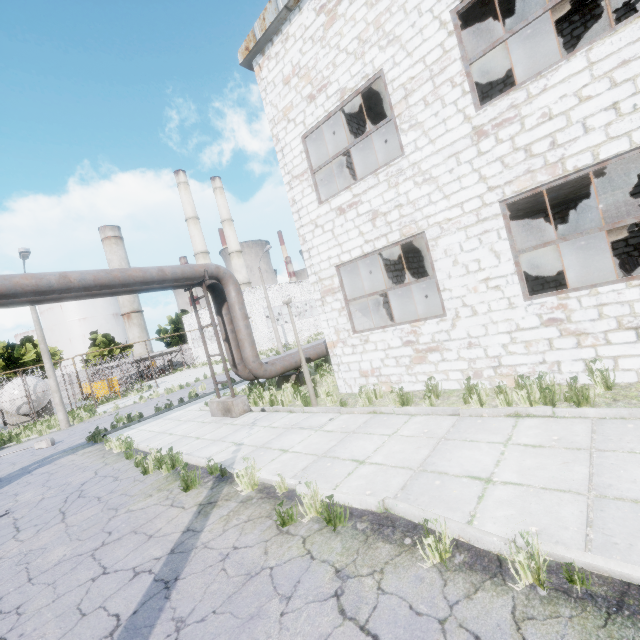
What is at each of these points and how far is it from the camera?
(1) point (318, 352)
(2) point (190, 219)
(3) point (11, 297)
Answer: (1) pipe, 14.12m
(2) chimney, 54.94m
(3) pipe, 7.41m

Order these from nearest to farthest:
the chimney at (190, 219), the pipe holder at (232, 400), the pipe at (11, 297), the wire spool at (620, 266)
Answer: the pipe at (11, 297) < the wire spool at (620, 266) < the pipe holder at (232, 400) < the chimney at (190, 219)

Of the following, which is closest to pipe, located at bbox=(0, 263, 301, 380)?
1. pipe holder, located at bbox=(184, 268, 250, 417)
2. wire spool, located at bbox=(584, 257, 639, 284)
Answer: pipe holder, located at bbox=(184, 268, 250, 417)

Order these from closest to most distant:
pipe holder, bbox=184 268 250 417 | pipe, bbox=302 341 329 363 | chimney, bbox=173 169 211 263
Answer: pipe holder, bbox=184 268 250 417
pipe, bbox=302 341 329 363
chimney, bbox=173 169 211 263

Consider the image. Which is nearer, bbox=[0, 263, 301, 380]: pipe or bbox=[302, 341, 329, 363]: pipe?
bbox=[0, 263, 301, 380]: pipe

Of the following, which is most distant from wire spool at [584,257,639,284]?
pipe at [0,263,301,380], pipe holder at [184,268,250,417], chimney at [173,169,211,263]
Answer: chimney at [173,169,211,263]

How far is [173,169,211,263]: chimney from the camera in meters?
54.9 m

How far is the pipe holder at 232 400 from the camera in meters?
10.9
